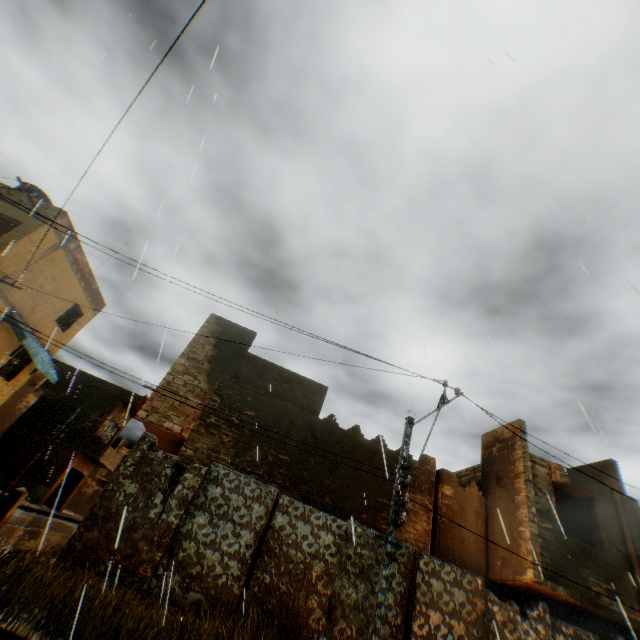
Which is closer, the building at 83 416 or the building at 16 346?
the building at 16 346

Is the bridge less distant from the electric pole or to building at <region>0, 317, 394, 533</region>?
building at <region>0, 317, 394, 533</region>

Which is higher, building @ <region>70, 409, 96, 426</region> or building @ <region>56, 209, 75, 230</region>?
building @ <region>56, 209, 75, 230</region>

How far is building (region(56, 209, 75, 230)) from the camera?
14.07m

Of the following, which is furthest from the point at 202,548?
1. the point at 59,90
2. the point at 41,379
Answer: the point at 41,379

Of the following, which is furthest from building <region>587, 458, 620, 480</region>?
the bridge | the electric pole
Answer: the electric pole

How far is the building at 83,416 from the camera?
26.9 meters
